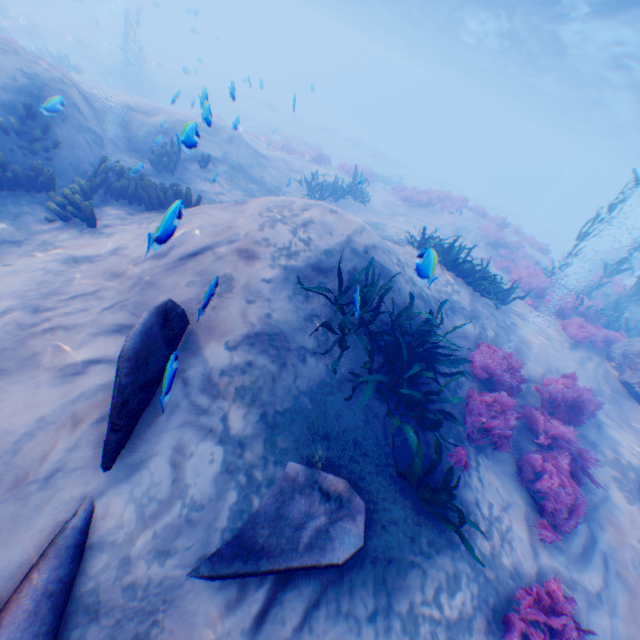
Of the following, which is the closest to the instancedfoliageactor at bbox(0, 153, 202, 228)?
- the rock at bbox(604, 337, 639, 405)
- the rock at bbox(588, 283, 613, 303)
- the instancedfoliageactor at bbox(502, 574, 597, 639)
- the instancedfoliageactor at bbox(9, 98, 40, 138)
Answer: the instancedfoliageactor at bbox(9, 98, 40, 138)

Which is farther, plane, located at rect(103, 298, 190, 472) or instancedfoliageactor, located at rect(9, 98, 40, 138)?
instancedfoliageactor, located at rect(9, 98, 40, 138)

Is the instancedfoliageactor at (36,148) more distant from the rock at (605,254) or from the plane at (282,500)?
the rock at (605,254)

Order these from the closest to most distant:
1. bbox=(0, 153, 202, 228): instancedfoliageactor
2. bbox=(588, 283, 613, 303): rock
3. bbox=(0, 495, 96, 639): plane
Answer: bbox=(0, 495, 96, 639): plane < bbox=(0, 153, 202, 228): instancedfoliageactor < bbox=(588, 283, 613, 303): rock

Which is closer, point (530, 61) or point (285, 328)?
point (285, 328)

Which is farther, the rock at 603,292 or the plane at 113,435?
the rock at 603,292

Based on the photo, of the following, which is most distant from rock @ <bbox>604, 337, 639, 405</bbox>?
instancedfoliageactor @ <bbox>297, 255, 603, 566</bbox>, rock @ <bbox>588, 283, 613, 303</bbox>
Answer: rock @ <bbox>588, 283, 613, 303</bbox>

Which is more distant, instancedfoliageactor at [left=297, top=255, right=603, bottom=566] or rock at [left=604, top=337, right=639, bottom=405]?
rock at [left=604, top=337, right=639, bottom=405]
